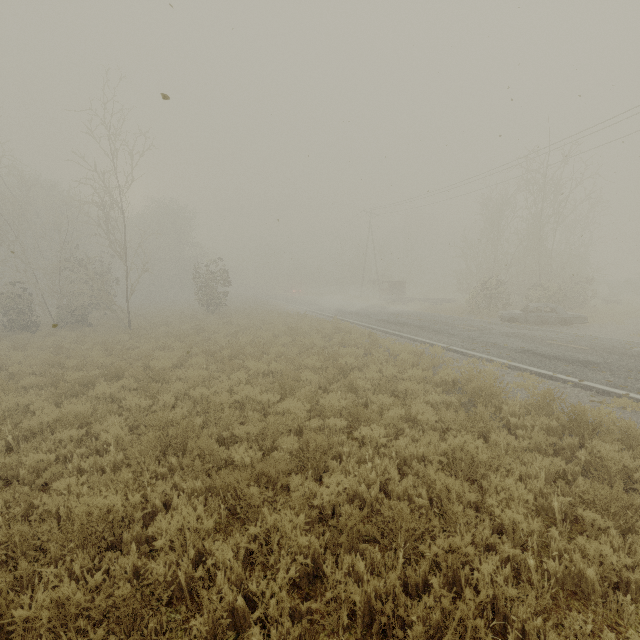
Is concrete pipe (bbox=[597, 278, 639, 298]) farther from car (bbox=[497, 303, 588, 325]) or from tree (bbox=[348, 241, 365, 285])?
tree (bbox=[348, 241, 365, 285])

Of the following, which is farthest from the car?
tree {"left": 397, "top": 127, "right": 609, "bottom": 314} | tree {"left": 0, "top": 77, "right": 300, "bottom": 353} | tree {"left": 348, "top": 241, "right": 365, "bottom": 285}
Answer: tree {"left": 348, "top": 241, "right": 365, "bottom": 285}

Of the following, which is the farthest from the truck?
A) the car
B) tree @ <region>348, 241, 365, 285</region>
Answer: tree @ <region>348, 241, 365, 285</region>

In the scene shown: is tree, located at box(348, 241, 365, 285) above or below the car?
above

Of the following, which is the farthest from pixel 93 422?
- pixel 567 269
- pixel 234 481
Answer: pixel 567 269

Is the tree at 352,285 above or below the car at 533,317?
above

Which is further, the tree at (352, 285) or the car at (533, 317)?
the tree at (352, 285)

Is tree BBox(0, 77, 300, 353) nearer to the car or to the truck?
the car
